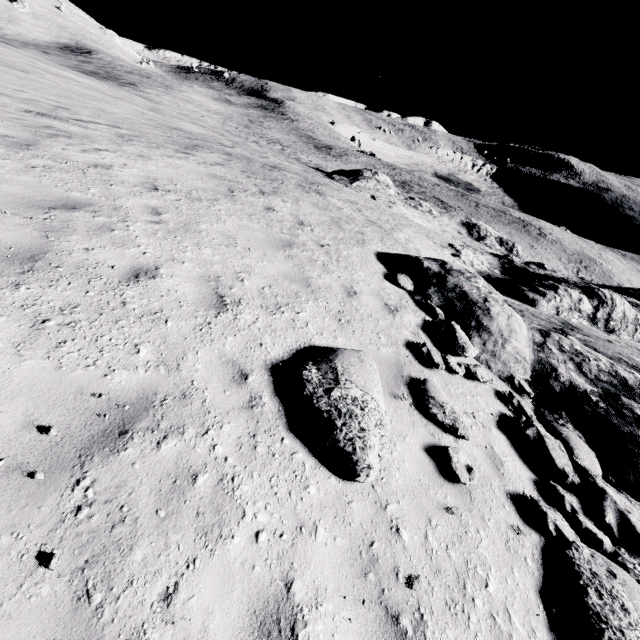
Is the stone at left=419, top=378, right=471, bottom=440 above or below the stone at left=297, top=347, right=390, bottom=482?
below

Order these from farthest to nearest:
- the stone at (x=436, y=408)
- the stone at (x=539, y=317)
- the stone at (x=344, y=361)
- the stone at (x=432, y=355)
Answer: the stone at (x=432, y=355)
the stone at (x=436, y=408)
the stone at (x=539, y=317)
the stone at (x=344, y=361)

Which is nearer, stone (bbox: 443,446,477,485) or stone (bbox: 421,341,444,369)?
stone (bbox: 443,446,477,485)

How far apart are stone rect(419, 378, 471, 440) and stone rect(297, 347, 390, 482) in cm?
89

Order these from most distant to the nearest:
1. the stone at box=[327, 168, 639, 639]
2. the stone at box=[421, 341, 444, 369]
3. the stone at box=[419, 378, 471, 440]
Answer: the stone at box=[421, 341, 444, 369] → the stone at box=[419, 378, 471, 440] → the stone at box=[327, 168, 639, 639]

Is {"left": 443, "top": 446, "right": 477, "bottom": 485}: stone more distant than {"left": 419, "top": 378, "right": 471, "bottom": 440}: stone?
No

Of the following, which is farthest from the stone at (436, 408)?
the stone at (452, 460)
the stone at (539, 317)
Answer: the stone at (539, 317)

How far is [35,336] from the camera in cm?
304
